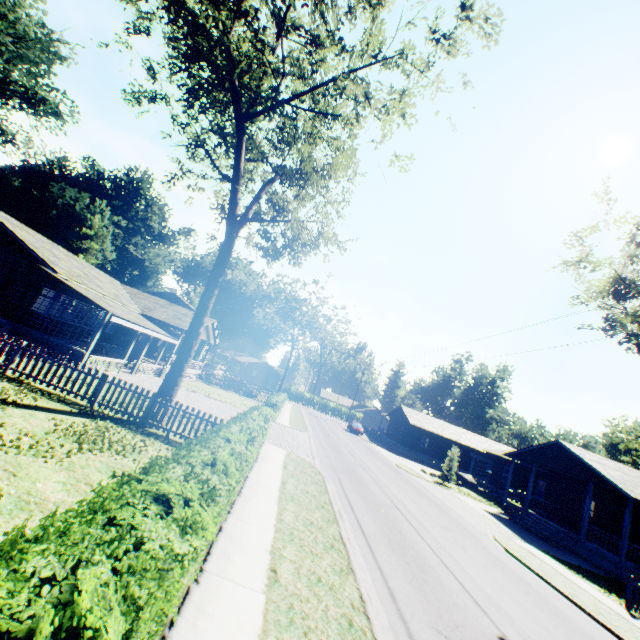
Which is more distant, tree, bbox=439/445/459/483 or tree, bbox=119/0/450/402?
tree, bbox=439/445/459/483

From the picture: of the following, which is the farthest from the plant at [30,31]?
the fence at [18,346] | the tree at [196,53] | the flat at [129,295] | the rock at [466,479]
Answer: the rock at [466,479]

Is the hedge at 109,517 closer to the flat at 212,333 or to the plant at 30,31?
the flat at 212,333

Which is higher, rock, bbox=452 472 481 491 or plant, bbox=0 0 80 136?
plant, bbox=0 0 80 136

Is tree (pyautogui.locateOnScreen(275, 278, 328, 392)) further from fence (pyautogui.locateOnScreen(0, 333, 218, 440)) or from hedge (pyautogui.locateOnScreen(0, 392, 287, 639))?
fence (pyautogui.locateOnScreen(0, 333, 218, 440))

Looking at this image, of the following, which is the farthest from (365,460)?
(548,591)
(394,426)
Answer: (394,426)

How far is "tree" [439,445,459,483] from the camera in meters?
30.0

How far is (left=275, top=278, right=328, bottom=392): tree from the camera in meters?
54.9
